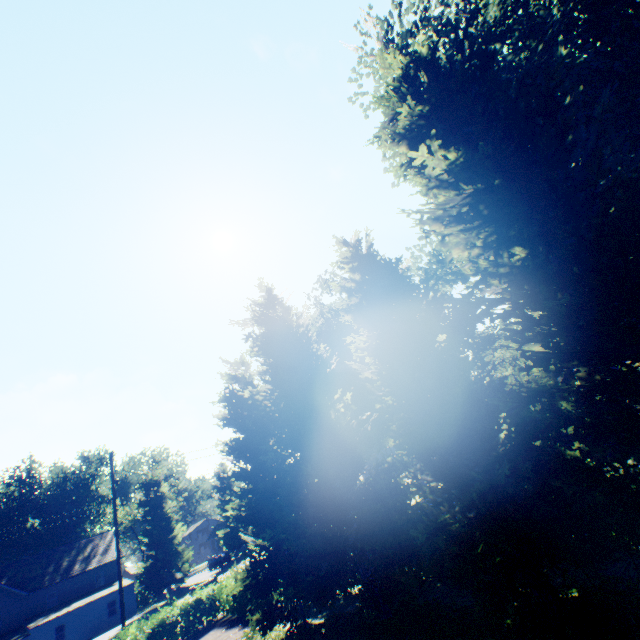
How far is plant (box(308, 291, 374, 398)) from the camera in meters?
31.3 m

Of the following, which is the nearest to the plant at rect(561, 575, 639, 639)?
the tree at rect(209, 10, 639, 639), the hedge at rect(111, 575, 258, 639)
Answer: the tree at rect(209, 10, 639, 639)

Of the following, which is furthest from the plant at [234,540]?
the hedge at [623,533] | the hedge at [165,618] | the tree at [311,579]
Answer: the hedge at [623,533]

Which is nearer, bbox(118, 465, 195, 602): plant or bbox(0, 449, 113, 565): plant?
bbox(118, 465, 195, 602): plant

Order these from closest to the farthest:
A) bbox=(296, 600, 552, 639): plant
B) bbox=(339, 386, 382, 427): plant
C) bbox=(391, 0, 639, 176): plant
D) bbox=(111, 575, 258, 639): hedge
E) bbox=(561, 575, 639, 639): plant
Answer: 1. bbox=(561, 575, 639, 639): plant
2. bbox=(296, 600, 552, 639): plant
3. bbox=(391, 0, 639, 176): plant
4. bbox=(111, 575, 258, 639): hedge
5. bbox=(339, 386, 382, 427): plant

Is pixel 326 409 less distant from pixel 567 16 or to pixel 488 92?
pixel 488 92

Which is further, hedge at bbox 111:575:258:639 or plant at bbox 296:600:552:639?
hedge at bbox 111:575:258:639

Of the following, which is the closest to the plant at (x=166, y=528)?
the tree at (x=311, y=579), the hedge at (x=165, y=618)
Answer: the tree at (x=311, y=579)
